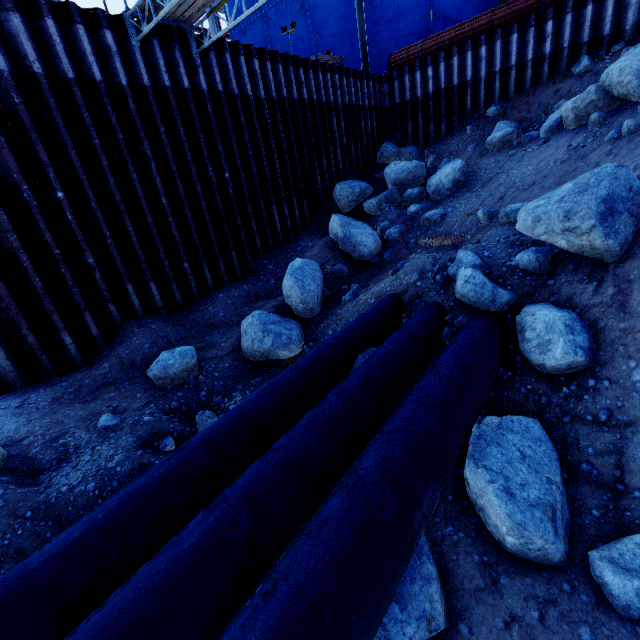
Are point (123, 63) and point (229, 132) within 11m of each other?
yes

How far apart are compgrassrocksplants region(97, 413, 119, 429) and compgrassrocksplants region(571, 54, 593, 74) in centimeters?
1593cm

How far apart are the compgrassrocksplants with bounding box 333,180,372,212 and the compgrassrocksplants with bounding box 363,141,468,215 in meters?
0.1

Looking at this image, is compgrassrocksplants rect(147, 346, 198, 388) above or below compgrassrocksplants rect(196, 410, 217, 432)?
above

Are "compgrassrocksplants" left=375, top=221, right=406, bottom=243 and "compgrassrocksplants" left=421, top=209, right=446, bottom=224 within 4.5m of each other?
yes

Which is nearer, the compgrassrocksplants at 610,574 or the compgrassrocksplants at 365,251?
the compgrassrocksplants at 610,574

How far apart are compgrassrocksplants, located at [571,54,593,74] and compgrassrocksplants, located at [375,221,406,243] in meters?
7.7

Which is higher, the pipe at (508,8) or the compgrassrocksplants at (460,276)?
the pipe at (508,8)
